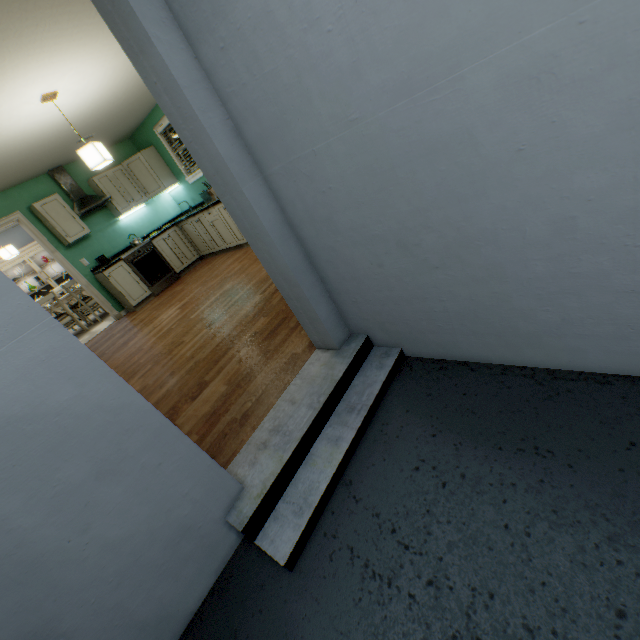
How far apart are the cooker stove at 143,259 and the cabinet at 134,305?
0.0 meters

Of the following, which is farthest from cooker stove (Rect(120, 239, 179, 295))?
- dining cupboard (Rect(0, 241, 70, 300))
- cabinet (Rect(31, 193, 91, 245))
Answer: dining cupboard (Rect(0, 241, 70, 300))

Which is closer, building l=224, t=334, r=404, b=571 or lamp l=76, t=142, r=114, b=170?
building l=224, t=334, r=404, b=571

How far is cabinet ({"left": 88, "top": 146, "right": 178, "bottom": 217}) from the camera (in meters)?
5.66

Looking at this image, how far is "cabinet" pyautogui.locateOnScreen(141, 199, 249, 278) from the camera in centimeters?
541cm

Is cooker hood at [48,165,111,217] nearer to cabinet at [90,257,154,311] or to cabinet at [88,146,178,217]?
cabinet at [88,146,178,217]

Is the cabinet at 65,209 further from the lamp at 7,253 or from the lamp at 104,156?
the lamp at 104,156

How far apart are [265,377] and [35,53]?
3.0m
